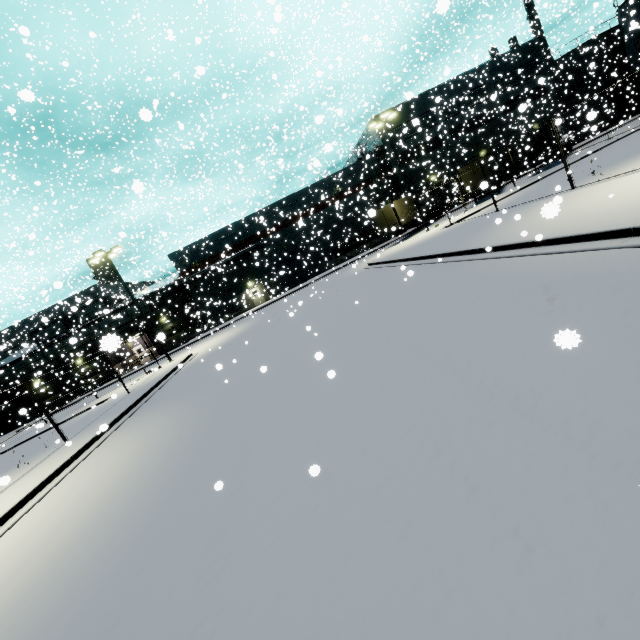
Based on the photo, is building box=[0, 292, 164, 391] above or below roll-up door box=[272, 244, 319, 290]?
above

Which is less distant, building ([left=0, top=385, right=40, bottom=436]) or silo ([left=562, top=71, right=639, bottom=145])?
silo ([left=562, top=71, right=639, bottom=145])

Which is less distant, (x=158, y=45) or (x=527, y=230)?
(x=527, y=230)

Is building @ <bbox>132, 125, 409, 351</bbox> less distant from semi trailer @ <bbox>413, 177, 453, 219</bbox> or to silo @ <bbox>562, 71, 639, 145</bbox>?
silo @ <bbox>562, 71, 639, 145</bbox>

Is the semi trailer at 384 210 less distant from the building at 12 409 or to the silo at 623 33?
the silo at 623 33

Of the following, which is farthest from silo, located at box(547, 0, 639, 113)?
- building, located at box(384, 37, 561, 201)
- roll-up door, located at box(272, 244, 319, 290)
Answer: roll-up door, located at box(272, 244, 319, 290)

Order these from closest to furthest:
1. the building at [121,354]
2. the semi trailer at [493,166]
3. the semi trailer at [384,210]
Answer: the building at [121,354] < the semi trailer at [493,166] < the semi trailer at [384,210]

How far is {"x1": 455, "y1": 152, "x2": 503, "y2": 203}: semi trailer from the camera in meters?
29.1 m
